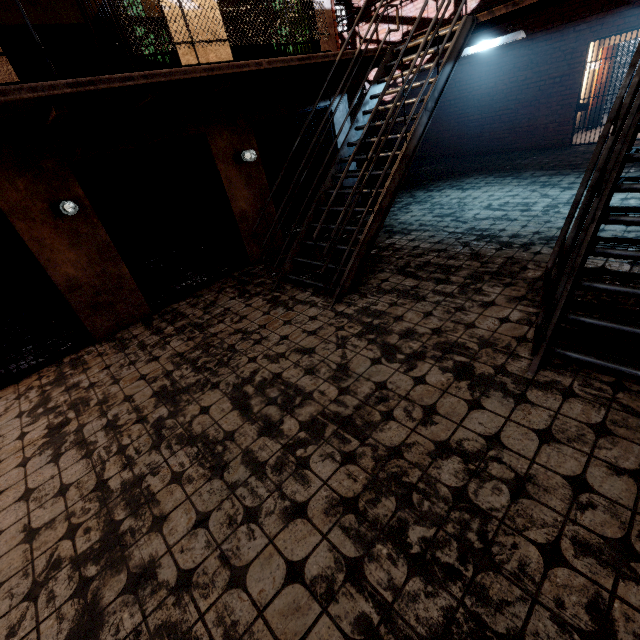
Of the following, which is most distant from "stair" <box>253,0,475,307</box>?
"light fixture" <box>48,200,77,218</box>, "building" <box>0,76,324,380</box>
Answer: "light fixture" <box>48,200,77,218</box>

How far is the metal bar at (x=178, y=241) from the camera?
4.6m

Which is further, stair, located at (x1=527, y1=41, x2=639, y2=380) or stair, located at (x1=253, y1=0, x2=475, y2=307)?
stair, located at (x1=253, y1=0, x2=475, y2=307)

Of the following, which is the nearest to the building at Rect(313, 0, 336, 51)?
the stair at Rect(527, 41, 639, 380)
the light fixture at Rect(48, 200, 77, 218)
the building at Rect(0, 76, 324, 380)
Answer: the building at Rect(0, 76, 324, 380)

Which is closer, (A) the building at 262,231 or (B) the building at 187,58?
(B) the building at 187,58

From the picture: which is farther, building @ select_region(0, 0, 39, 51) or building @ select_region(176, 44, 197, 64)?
building @ select_region(0, 0, 39, 51)

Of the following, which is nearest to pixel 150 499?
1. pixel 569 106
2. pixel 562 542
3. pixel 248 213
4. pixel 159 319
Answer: pixel 562 542
